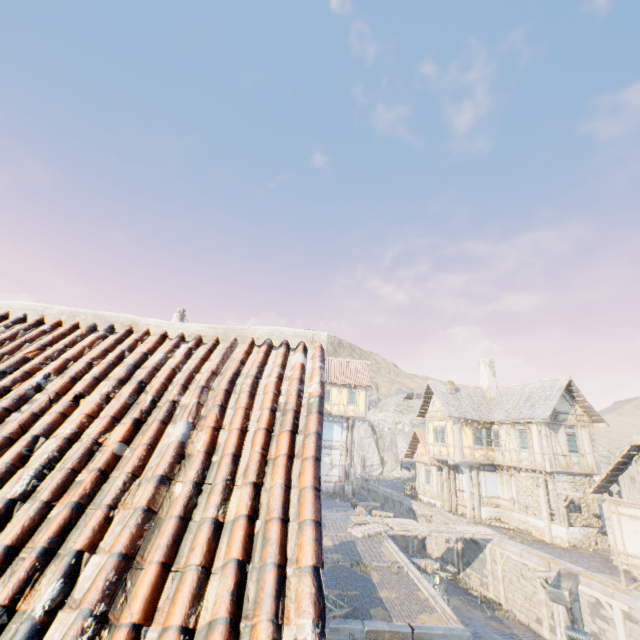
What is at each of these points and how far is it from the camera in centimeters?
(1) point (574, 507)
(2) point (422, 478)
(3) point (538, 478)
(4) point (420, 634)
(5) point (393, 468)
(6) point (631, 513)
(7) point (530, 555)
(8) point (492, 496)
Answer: (1) building, 1962cm
(2) building, 3066cm
(3) wooden structure, 2045cm
(4) stone blocks, 910cm
(5) rock, 5916cm
(6) building, 1579cm
(7) stone blocks, 1667cm
(8) building, 2375cm

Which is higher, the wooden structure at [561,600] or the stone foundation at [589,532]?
the wooden structure at [561,600]

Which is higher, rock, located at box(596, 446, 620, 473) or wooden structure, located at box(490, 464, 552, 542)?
rock, located at box(596, 446, 620, 473)

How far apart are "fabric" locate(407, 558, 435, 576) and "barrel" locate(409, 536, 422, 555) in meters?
11.5 m

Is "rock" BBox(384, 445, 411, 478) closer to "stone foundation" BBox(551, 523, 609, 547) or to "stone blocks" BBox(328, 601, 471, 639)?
"stone blocks" BBox(328, 601, 471, 639)

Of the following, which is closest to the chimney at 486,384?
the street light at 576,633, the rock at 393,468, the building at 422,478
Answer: the building at 422,478

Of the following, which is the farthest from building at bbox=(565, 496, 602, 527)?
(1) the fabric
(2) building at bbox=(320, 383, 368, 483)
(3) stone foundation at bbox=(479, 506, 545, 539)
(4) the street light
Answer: (4) the street light

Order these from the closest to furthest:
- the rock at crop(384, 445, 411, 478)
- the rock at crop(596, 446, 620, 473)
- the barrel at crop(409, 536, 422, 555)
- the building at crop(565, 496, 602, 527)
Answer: the building at crop(565, 496, 602, 527)
the barrel at crop(409, 536, 422, 555)
the rock at crop(596, 446, 620, 473)
the rock at crop(384, 445, 411, 478)
